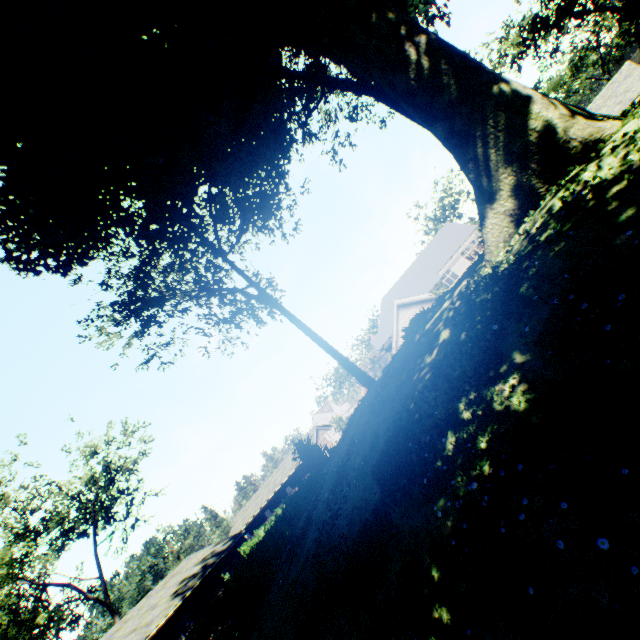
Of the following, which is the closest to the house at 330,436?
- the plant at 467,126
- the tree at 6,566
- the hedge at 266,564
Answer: the hedge at 266,564

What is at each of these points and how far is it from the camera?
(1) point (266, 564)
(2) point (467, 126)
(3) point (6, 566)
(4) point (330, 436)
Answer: (1) hedge, 17.44m
(2) plant, 7.77m
(3) tree, 27.44m
(4) house, 53.78m

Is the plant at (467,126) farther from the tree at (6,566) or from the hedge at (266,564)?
the tree at (6,566)

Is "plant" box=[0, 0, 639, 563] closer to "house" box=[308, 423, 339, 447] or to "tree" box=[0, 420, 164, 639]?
"house" box=[308, 423, 339, 447]

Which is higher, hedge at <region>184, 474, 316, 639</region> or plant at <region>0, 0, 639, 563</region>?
plant at <region>0, 0, 639, 563</region>

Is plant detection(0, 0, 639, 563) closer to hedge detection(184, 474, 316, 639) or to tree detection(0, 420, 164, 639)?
hedge detection(184, 474, 316, 639)

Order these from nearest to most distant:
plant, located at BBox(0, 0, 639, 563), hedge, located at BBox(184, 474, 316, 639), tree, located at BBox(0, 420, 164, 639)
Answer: plant, located at BBox(0, 0, 639, 563)
hedge, located at BBox(184, 474, 316, 639)
tree, located at BBox(0, 420, 164, 639)

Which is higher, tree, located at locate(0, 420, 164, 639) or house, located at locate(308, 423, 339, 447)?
tree, located at locate(0, 420, 164, 639)
